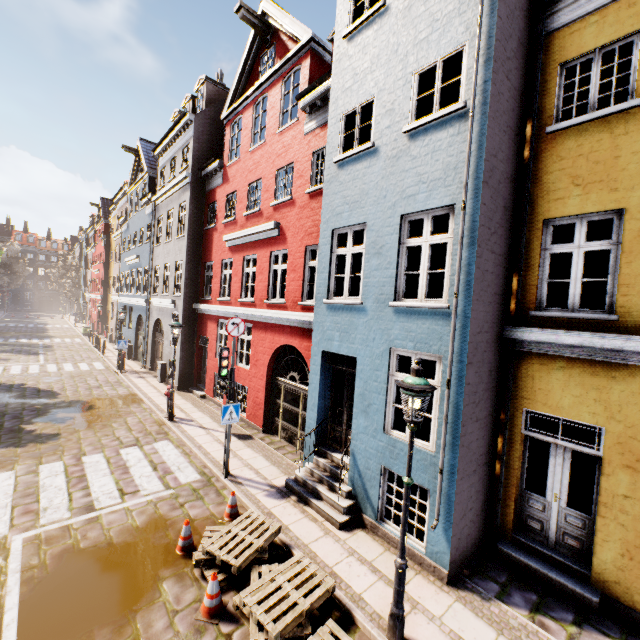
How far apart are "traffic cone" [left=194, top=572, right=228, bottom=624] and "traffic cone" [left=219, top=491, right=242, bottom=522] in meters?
1.7

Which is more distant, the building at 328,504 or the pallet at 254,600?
the building at 328,504

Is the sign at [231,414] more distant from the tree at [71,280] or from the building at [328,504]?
the tree at [71,280]

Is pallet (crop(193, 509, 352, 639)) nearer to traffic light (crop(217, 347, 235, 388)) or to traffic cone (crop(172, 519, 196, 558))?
traffic cone (crop(172, 519, 196, 558))

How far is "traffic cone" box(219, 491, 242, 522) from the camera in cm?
→ 675

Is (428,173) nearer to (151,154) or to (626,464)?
(626,464)

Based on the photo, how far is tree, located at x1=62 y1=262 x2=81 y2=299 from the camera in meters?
54.2

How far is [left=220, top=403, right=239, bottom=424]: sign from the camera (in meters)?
7.98
